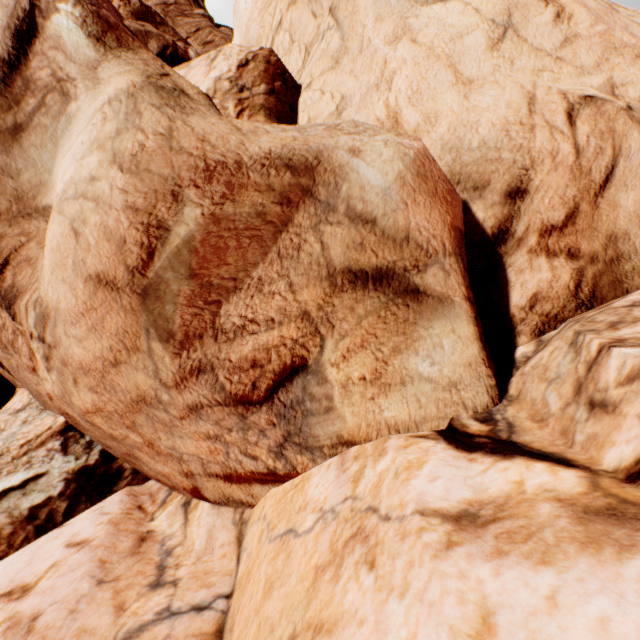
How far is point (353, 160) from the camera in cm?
495
